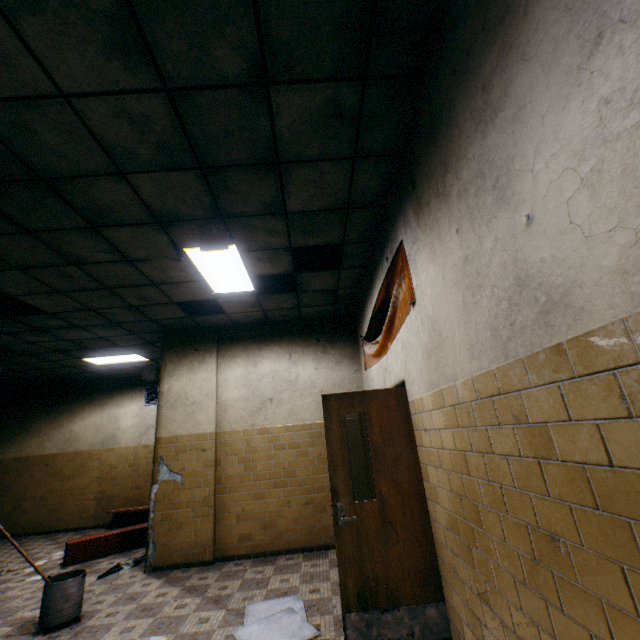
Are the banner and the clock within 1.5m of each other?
no

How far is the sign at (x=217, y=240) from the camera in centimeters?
340cm

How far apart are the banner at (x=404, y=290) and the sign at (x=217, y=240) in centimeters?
173cm

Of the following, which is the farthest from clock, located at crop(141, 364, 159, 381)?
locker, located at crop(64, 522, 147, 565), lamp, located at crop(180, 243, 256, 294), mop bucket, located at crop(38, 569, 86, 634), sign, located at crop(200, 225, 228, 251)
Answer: sign, located at crop(200, 225, 228, 251)

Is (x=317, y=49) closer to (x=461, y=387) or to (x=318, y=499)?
(x=461, y=387)

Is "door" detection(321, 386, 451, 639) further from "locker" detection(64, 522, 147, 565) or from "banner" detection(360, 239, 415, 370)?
"locker" detection(64, 522, 147, 565)

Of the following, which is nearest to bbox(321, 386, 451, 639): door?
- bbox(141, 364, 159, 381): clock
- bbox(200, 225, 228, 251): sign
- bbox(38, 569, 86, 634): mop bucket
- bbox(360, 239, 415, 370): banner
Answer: bbox(360, 239, 415, 370): banner

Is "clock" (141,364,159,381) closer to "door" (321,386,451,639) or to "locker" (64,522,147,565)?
"locker" (64,522,147,565)
